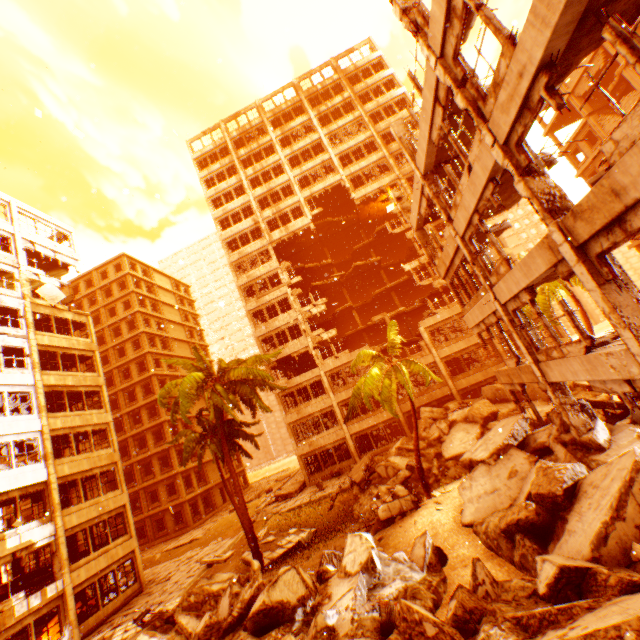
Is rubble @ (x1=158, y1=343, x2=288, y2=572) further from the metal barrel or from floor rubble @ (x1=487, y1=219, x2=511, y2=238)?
floor rubble @ (x1=487, y1=219, x2=511, y2=238)

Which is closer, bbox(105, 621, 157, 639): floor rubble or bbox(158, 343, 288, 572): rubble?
bbox(105, 621, 157, 639): floor rubble

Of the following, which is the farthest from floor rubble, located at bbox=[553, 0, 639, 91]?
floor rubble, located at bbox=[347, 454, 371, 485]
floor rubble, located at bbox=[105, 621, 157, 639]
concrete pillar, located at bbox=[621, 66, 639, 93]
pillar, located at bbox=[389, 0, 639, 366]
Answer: concrete pillar, located at bbox=[621, 66, 639, 93]

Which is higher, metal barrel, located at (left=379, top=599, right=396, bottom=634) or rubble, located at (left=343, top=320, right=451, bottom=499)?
rubble, located at (left=343, top=320, right=451, bottom=499)

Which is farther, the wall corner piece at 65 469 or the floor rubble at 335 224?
the floor rubble at 335 224

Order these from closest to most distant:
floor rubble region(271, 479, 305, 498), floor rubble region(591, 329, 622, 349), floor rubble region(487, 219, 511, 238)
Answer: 1. floor rubble region(591, 329, 622, 349)
2. floor rubble region(487, 219, 511, 238)
3. floor rubble region(271, 479, 305, 498)

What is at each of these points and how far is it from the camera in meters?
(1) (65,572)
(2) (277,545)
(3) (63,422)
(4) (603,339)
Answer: (1) pillar, 17.8
(2) floor rubble, 17.8
(3) wall corner piece, 21.3
(4) floor rubble, 10.7

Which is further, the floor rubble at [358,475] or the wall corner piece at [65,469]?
the floor rubble at [358,475]
